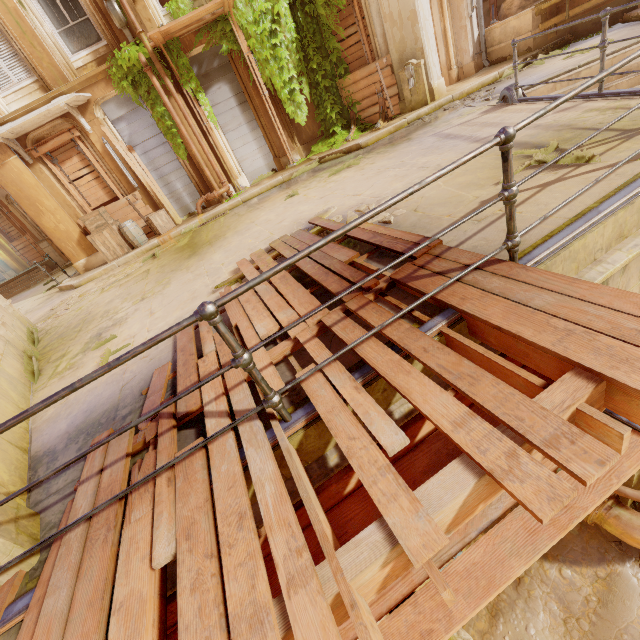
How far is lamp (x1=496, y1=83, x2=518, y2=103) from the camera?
6.4m

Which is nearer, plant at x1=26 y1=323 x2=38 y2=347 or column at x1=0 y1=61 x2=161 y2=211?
plant at x1=26 y1=323 x2=38 y2=347

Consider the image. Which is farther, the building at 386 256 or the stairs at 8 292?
the stairs at 8 292

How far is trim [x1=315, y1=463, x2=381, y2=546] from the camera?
1.7m

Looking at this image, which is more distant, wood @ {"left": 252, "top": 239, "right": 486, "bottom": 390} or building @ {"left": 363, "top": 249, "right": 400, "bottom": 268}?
building @ {"left": 363, "top": 249, "right": 400, "bottom": 268}

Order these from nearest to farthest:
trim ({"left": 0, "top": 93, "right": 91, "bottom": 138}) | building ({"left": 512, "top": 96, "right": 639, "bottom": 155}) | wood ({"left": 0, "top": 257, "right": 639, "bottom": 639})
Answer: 1. wood ({"left": 0, "top": 257, "right": 639, "bottom": 639})
2. building ({"left": 512, "top": 96, "right": 639, "bottom": 155})
3. trim ({"left": 0, "top": 93, "right": 91, "bottom": 138})

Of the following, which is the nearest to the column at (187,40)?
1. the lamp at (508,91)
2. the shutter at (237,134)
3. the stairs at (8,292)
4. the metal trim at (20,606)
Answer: the shutter at (237,134)

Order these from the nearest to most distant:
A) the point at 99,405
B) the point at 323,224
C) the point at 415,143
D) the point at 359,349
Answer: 1. the point at 359,349
2. the point at 99,405
3. the point at 323,224
4. the point at 415,143
